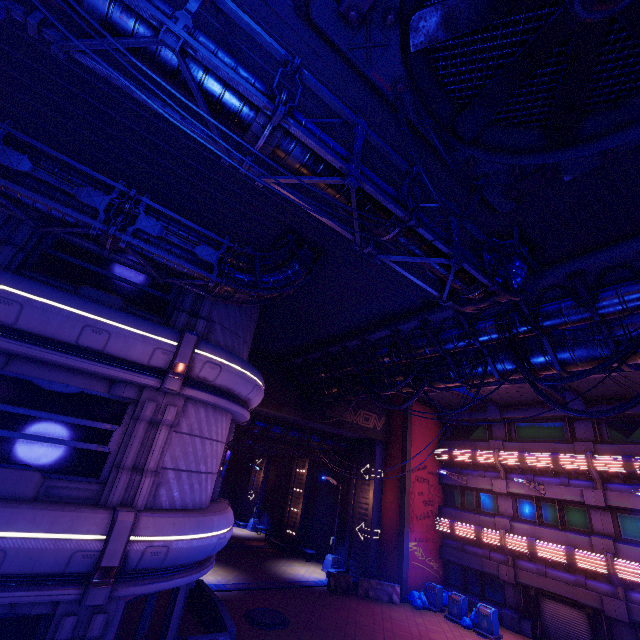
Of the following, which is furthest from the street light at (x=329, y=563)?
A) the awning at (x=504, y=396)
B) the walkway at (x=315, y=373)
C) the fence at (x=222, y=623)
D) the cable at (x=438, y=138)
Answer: the cable at (x=438, y=138)

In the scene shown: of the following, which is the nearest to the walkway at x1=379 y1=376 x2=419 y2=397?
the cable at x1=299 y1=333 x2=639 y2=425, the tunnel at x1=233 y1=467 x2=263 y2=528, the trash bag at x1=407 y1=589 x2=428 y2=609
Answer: Result: the cable at x1=299 y1=333 x2=639 y2=425

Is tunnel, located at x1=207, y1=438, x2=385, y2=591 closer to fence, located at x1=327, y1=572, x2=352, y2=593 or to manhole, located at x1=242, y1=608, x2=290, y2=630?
fence, located at x1=327, y1=572, x2=352, y2=593

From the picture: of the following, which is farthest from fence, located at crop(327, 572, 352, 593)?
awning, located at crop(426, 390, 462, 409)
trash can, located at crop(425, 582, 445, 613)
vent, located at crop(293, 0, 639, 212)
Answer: vent, located at crop(293, 0, 639, 212)

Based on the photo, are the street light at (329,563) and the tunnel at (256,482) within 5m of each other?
no

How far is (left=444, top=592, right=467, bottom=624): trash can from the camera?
17.9m

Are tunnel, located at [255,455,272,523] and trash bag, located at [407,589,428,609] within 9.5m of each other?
no

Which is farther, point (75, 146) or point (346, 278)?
point (346, 278)
